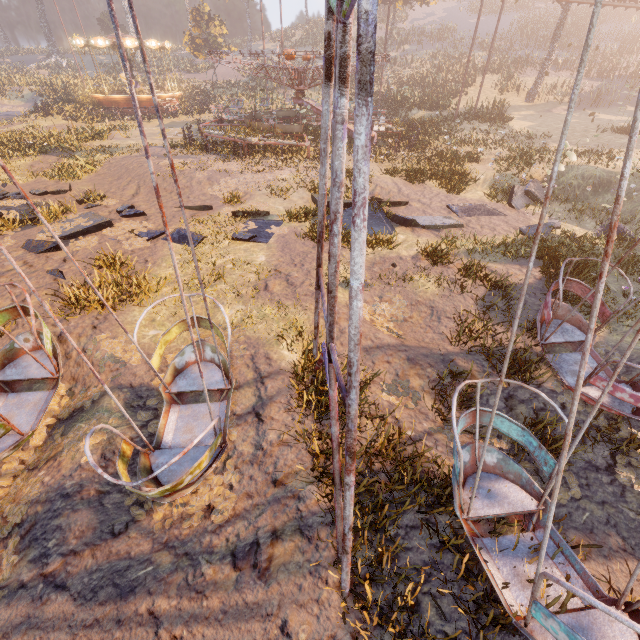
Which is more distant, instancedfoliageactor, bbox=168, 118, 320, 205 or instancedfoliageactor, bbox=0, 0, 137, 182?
instancedfoliageactor, bbox=0, 0, 137, 182

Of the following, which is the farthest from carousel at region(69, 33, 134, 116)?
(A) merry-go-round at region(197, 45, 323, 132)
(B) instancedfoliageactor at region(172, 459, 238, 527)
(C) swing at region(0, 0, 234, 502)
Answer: (B) instancedfoliageactor at region(172, 459, 238, 527)

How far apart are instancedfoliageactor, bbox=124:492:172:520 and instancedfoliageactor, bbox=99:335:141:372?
0.9 meters

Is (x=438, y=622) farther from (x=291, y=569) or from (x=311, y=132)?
(x=311, y=132)

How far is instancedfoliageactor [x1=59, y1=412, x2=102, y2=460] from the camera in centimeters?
423cm

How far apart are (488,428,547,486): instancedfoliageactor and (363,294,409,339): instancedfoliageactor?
1.8 meters

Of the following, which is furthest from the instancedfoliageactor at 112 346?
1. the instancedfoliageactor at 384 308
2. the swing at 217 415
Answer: the instancedfoliageactor at 384 308

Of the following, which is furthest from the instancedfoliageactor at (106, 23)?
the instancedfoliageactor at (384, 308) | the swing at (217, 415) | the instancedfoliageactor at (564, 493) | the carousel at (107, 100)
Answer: the instancedfoliageactor at (564, 493)
